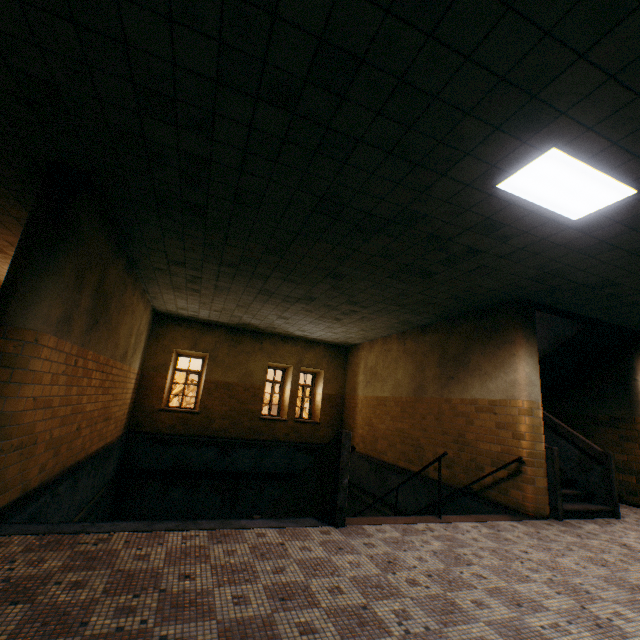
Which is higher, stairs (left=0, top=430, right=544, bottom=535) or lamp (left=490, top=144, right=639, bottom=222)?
lamp (left=490, top=144, right=639, bottom=222)

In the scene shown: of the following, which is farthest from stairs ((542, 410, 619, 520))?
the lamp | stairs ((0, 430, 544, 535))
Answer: the lamp

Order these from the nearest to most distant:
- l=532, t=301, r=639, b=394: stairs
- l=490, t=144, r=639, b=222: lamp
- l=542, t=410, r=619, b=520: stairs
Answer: l=490, t=144, r=639, b=222: lamp < l=542, t=410, r=619, b=520: stairs < l=532, t=301, r=639, b=394: stairs

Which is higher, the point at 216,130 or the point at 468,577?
the point at 216,130

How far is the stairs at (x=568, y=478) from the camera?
5.8m

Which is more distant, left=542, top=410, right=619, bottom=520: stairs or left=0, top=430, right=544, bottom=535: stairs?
left=542, top=410, right=619, bottom=520: stairs

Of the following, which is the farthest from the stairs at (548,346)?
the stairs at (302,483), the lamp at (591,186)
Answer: the lamp at (591,186)
